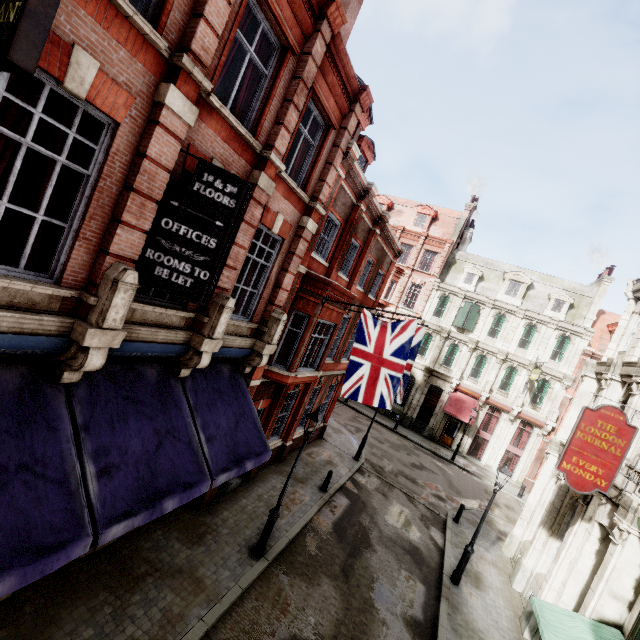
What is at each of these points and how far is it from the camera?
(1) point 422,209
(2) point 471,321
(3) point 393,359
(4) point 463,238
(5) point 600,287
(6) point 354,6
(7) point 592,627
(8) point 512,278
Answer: (1) roof window, 33.44m
(2) sign, 29.02m
(3) flag, 10.29m
(4) chimney, 34.06m
(5) chimney, 27.02m
(6) chimney, 10.07m
(7) awning, 7.97m
(8) roof window, 29.42m

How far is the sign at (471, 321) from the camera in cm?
2881

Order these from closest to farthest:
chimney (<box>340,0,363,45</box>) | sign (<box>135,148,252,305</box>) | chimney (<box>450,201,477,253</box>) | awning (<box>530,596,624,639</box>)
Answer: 1. sign (<box>135,148,252,305</box>)
2. awning (<box>530,596,624,639</box>)
3. chimney (<box>340,0,363,45</box>)
4. chimney (<box>450,201,477,253</box>)

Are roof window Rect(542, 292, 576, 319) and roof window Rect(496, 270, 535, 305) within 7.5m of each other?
yes

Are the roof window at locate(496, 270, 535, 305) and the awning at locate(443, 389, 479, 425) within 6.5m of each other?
no

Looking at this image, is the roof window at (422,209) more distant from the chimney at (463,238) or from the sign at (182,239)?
the sign at (182,239)

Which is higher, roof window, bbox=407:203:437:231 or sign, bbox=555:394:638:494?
roof window, bbox=407:203:437:231

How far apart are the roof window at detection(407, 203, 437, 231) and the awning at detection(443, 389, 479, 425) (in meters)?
15.67
